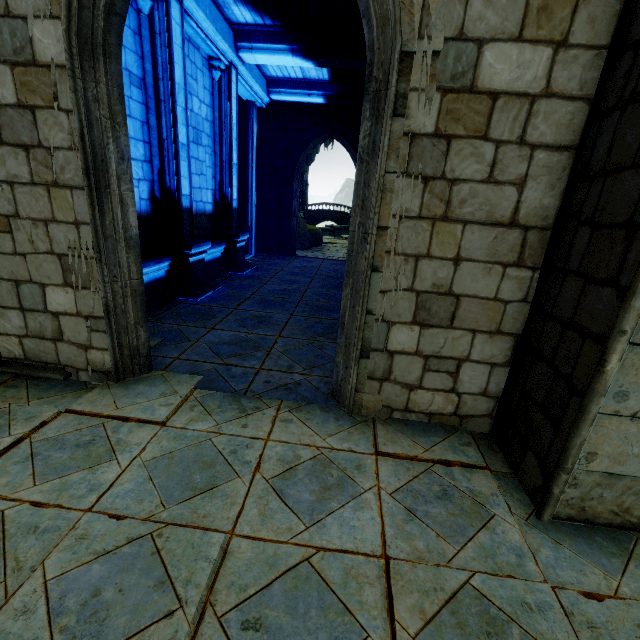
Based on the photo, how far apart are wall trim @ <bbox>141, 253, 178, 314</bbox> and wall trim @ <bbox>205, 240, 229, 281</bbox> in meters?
0.7 m

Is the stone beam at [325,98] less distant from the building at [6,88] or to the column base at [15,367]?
the building at [6,88]

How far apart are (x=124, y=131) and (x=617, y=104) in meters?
4.2

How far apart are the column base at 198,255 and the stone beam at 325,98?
7.3 meters

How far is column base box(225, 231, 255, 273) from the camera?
9.8 meters

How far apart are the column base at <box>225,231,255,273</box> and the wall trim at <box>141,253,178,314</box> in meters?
2.8 m

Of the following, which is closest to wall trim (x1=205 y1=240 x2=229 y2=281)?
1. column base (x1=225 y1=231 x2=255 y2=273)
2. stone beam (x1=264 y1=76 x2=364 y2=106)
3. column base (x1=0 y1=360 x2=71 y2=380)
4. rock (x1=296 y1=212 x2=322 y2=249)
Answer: column base (x1=225 y1=231 x2=255 y2=273)

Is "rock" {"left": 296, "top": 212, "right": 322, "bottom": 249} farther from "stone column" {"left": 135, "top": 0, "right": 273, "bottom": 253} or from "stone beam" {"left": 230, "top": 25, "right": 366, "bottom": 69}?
"stone beam" {"left": 230, "top": 25, "right": 366, "bottom": 69}
